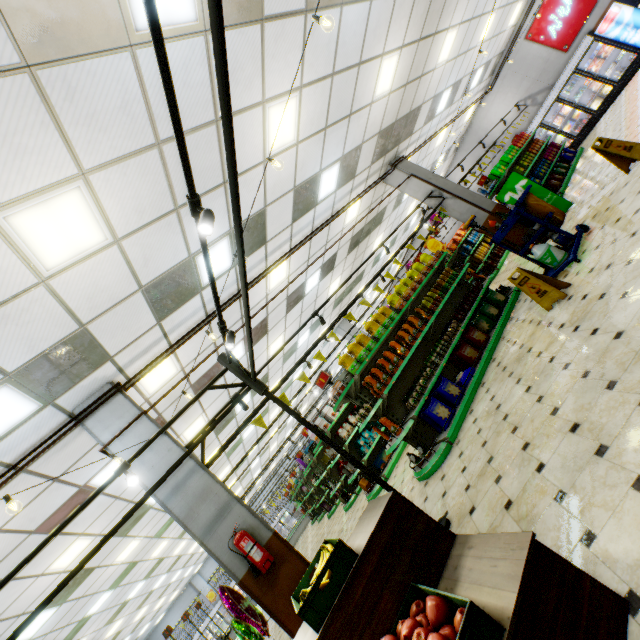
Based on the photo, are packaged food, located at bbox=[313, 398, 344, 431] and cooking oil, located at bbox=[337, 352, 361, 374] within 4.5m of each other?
yes

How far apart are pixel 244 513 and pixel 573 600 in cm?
385

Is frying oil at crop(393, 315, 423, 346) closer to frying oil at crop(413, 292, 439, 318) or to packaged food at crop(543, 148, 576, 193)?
frying oil at crop(413, 292, 439, 318)

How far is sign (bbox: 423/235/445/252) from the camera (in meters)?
11.27

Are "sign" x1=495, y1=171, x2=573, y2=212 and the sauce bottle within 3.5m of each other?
no

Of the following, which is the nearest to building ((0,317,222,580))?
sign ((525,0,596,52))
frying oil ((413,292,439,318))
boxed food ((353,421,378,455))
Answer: sign ((525,0,596,52))

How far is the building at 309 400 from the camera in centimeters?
2253cm

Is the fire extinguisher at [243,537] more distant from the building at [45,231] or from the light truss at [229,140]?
the light truss at [229,140]
